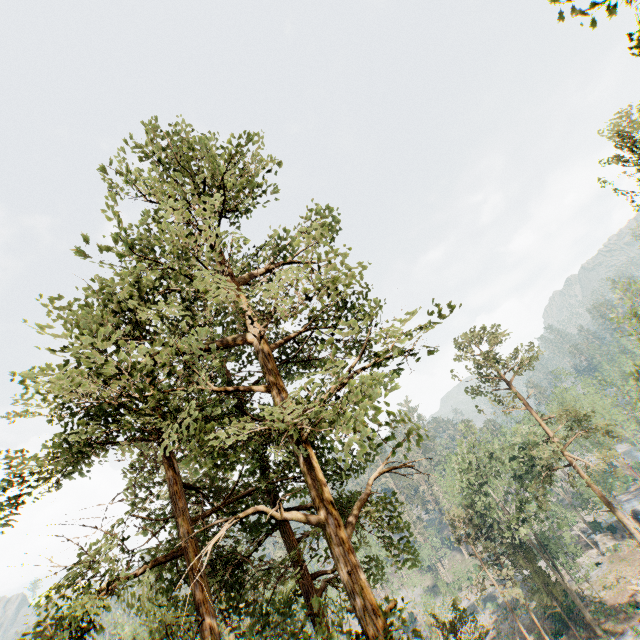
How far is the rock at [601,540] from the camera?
42.5 meters

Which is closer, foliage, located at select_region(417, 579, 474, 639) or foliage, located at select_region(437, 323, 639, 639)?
foliage, located at select_region(417, 579, 474, 639)

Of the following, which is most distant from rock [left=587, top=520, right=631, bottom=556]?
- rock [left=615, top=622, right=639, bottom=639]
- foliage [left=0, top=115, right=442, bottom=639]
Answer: rock [left=615, top=622, right=639, bottom=639]

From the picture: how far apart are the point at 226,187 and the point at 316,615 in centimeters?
1731cm

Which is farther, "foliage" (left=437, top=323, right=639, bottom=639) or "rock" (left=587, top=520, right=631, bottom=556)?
"rock" (left=587, top=520, right=631, bottom=556)

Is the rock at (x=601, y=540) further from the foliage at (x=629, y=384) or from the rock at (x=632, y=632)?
the rock at (x=632, y=632)

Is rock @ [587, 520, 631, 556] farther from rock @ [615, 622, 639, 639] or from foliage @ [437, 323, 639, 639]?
rock @ [615, 622, 639, 639]
